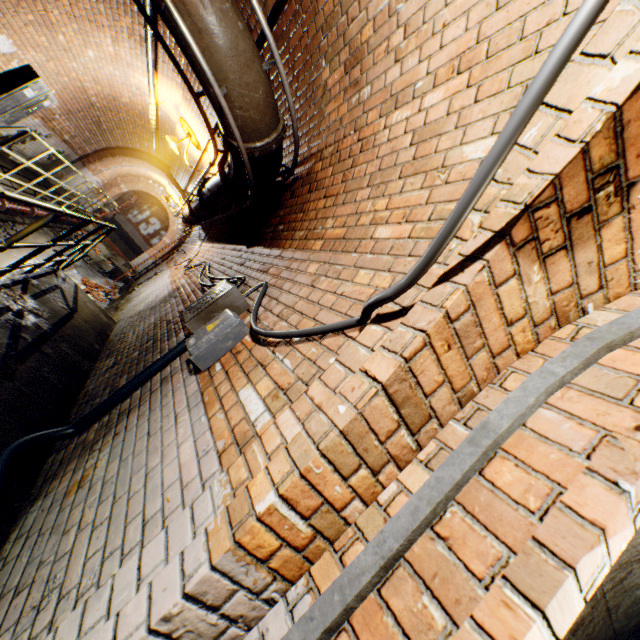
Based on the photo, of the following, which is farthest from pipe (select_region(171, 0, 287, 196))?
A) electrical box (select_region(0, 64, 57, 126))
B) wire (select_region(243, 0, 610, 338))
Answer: electrical box (select_region(0, 64, 57, 126))

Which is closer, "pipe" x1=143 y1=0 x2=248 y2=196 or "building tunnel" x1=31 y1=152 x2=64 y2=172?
"pipe" x1=143 y1=0 x2=248 y2=196

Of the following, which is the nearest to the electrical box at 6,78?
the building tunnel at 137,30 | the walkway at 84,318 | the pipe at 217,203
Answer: the building tunnel at 137,30

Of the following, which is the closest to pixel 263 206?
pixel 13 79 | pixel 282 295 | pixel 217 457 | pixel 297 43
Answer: pixel 297 43

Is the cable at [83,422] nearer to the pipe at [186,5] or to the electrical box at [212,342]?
the electrical box at [212,342]

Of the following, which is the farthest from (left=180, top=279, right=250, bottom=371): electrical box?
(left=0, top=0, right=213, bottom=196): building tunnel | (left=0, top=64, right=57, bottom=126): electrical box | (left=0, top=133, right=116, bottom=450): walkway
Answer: (left=0, top=64, right=57, bottom=126): electrical box

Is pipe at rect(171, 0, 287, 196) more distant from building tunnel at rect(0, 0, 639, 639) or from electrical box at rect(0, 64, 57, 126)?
electrical box at rect(0, 64, 57, 126)

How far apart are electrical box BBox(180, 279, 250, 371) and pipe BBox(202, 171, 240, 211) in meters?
1.7 m
